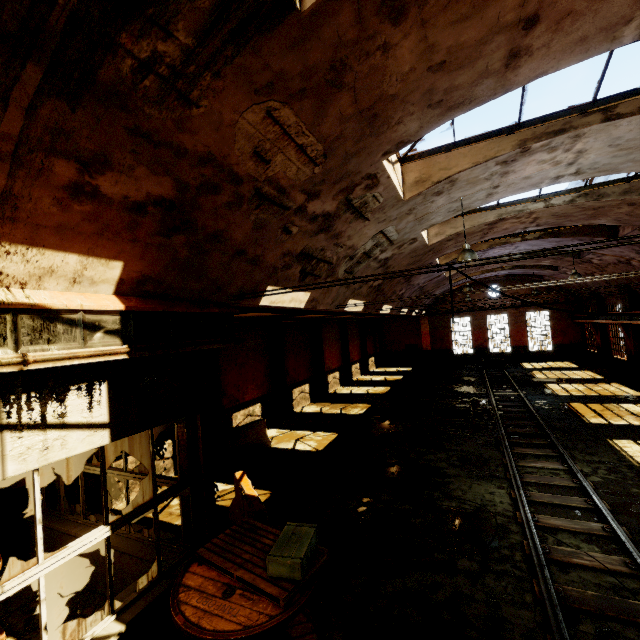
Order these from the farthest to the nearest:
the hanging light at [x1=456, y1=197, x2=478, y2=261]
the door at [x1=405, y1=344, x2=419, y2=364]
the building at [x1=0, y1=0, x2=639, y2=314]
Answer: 1. the door at [x1=405, y1=344, x2=419, y2=364]
2. the hanging light at [x1=456, y1=197, x2=478, y2=261]
3. the building at [x1=0, y1=0, x2=639, y2=314]

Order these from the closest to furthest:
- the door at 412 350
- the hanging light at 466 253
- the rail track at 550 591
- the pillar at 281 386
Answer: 1. the rail track at 550 591
2. the hanging light at 466 253
3. the pillar at 281 386
4. the door at 412 350

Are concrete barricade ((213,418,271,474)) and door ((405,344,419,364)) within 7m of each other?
no

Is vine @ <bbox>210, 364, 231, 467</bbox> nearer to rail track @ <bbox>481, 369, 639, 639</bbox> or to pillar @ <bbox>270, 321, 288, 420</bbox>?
rail track @ <bbox>481, 369, 639, 639</bbox>

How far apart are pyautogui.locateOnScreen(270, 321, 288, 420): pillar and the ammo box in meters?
11.6

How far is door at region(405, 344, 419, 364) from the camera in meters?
33.1

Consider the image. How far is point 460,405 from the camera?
16.2m

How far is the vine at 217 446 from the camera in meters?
5.4
